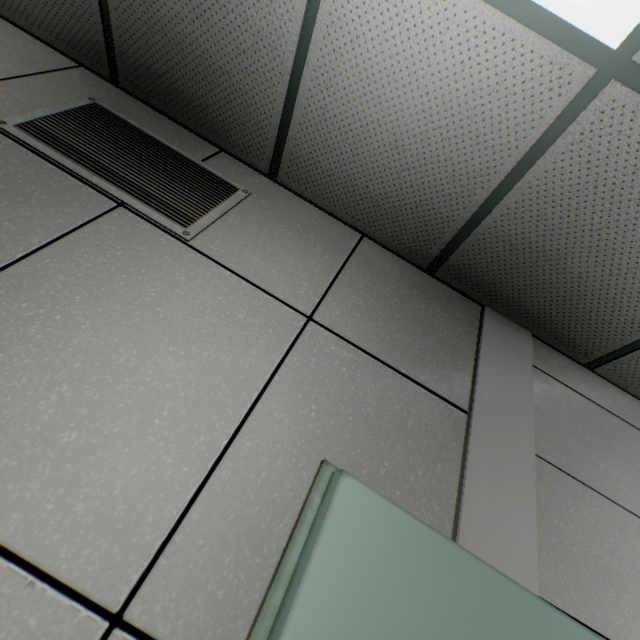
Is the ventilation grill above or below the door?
above

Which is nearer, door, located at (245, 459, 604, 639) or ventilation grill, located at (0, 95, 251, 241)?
door, located at (245, 459, 604, 639)

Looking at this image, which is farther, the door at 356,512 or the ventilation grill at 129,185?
the ventilation grill at 129,185

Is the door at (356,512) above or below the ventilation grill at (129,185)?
below

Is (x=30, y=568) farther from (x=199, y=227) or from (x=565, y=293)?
(x=565, y=293)
